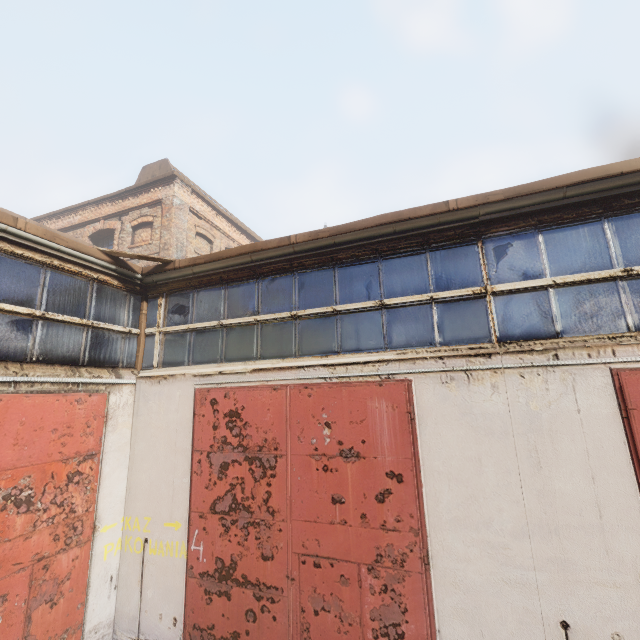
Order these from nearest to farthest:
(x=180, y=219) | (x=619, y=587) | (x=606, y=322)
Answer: (x=619, y=587) → (x=606, y=322) → (x=180, y=219)
